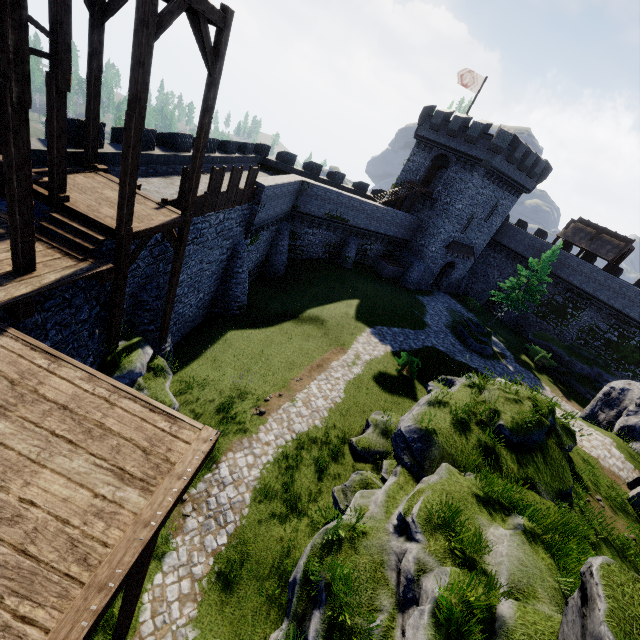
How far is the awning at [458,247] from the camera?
36.1m

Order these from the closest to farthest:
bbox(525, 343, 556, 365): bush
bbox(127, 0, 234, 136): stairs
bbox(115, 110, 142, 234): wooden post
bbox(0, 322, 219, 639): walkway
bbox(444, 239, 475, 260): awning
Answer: bbox(0, 322, 219, 639): walkway → bbox(127, 0, 234, 136): stairs → bbox(115, 110, 142, 234): wooden post → bbox(525, 343, 556, 365): bush → bbox(444, 239, 475, 260): awning

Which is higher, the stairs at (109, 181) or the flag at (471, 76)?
the flag at (471, 76)

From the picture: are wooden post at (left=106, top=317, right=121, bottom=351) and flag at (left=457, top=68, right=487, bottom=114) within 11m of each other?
no

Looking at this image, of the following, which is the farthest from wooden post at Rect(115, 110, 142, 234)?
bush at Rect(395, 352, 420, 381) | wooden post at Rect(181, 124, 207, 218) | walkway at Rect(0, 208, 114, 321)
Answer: bush at Rect(395, 352, 420, 381)

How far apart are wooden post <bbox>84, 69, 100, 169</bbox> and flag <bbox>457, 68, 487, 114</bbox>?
33.3 meters

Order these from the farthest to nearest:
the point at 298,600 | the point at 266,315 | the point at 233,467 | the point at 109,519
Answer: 1. the point at 266,315
2. the point at 233,467
3. the point at 298,600
4. the point at 109,519

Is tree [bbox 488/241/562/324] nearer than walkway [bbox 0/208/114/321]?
No
